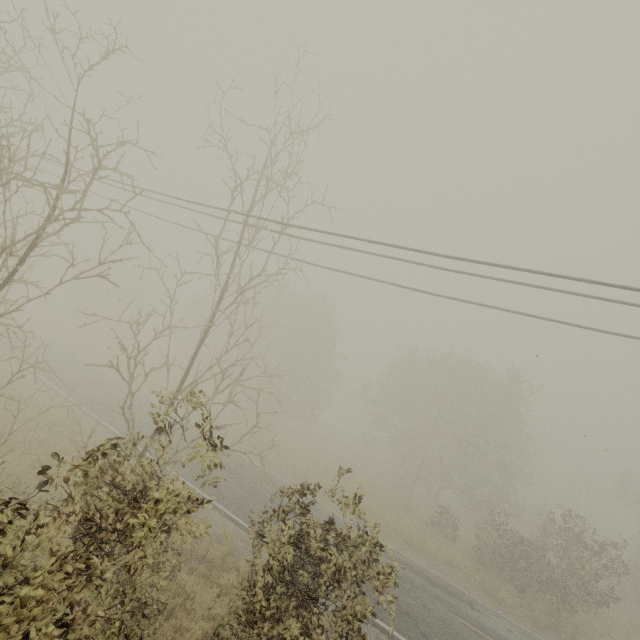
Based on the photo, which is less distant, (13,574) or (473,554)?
(13,574)
